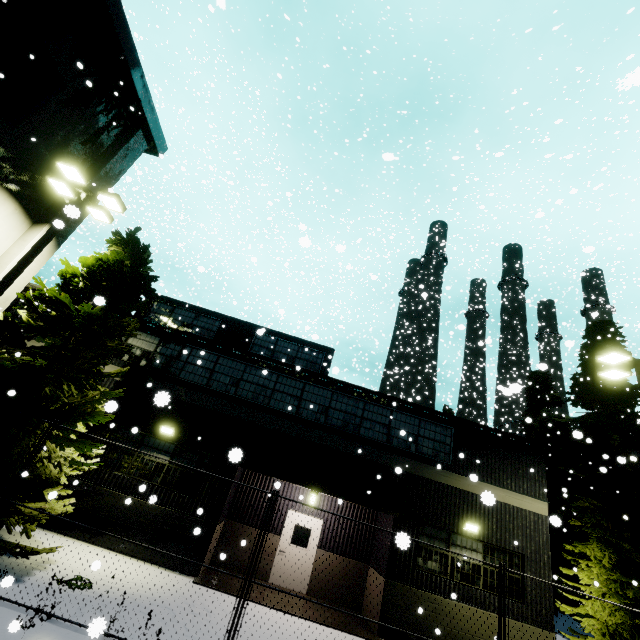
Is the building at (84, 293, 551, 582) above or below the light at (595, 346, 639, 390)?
below

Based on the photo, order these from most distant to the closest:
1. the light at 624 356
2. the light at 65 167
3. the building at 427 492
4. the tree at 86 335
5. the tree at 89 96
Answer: Answer:
1. the building at 427 492
2. the tree at 89 96
3. the light at 624 356
4. the light at 65 167
5. the tree at 86 335

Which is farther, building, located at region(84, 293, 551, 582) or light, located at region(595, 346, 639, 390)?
building, located at region(84, 293, 551, 582)

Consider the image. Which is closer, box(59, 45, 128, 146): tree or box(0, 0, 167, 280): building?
box(0, 0, 167, 280): building

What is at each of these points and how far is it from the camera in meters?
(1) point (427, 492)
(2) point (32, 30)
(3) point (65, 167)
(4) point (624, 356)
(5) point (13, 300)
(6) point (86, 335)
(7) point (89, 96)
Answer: (1) building, 12.3 m
(2) building, 9.6 m
(3) light, 10.0 m
(4) light, 10.4 m
(5) building, 13.8 m
(6) tree, 9.2 m
(7) tree, 12.0 m

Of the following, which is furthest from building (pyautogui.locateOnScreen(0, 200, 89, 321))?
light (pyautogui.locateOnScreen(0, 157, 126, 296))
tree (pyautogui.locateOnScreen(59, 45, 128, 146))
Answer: light (pyautogui.locateOnScreen(0, 157, 126, 296))

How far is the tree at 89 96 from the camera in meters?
11.2 m

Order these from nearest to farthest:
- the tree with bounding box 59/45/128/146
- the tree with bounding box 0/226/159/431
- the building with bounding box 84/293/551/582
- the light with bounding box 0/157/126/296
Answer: the tree with bounding box 0/226/159/431 → the light with bounding box 0/157/126/296 → the tree with bounding box 59/45/128/146 → the building with bounding box 84/293/551/582
